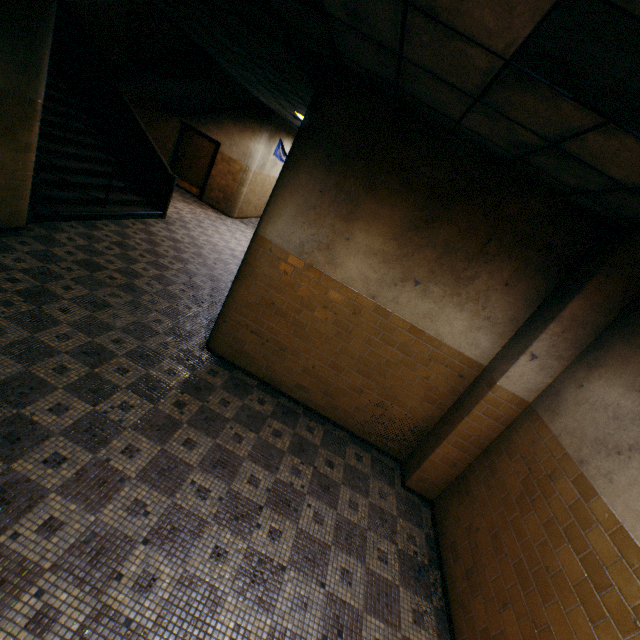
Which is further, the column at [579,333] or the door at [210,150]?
the door at [210,150]

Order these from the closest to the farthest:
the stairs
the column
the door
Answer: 1. the column
2. the stairs
3. the door

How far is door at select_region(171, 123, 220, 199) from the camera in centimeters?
1177cm

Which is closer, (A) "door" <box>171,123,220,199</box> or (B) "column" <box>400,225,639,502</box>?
(B) "column" <box>400,225,639,502</box>

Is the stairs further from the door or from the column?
the column

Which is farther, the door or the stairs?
the door

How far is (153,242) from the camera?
7.23m

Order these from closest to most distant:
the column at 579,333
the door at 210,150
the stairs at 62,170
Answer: the column at 579,333 → the stairs at 62,170 → the door at 210,150
